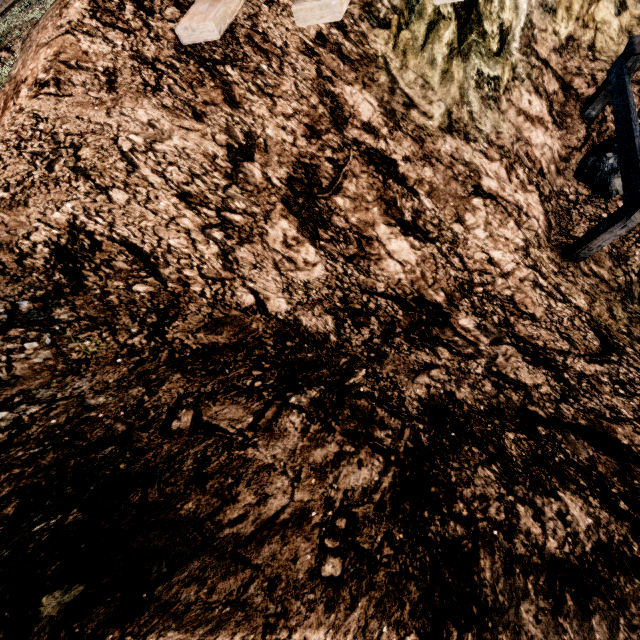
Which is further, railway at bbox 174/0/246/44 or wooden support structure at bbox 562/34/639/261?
wooden support structure at bbox 562/34/639/261

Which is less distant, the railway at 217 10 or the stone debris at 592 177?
the railway at 217 10

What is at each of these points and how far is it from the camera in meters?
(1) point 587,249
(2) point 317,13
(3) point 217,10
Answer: (1) wooden support structure, 7.8 m
(2) railway, 4.3 m
(3) railway, 4.9 m

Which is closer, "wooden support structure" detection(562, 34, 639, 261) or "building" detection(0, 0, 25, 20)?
"wooden support structure" detection(562, 34, 639, 261)

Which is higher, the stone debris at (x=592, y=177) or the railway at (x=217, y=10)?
the railway at (x=217, y=10)

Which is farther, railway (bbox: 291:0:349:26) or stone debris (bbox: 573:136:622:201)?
stone debris (bbox: 573:136:622:201)

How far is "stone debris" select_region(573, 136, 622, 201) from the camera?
8.96m

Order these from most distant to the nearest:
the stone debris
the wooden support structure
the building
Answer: the building, the stone debris, the wooden support structure
